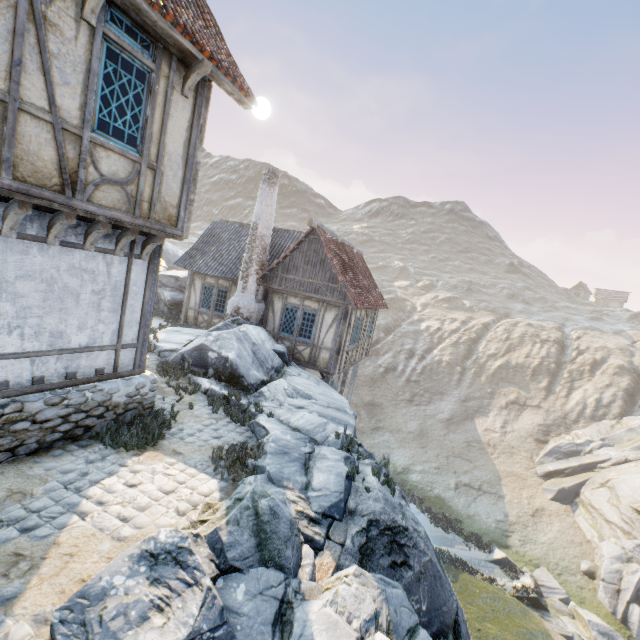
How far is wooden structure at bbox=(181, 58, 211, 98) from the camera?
5.41m

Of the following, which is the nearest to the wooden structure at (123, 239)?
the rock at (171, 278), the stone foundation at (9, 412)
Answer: the stone foundation at (9, 412)

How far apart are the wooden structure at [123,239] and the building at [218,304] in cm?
946

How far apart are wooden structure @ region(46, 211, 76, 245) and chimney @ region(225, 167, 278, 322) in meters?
9.0

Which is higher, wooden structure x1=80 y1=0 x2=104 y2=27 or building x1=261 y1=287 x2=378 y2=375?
wooden structure x1=80 y1=0 x2=104 y2=27

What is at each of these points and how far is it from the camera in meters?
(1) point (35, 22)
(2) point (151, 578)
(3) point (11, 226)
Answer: (1) building, 3.8
(2) rock, 3.2
(3) wooden structure, 4.4

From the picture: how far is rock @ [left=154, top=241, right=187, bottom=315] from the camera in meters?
18.8 m

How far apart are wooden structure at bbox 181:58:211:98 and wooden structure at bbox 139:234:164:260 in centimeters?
248cm
